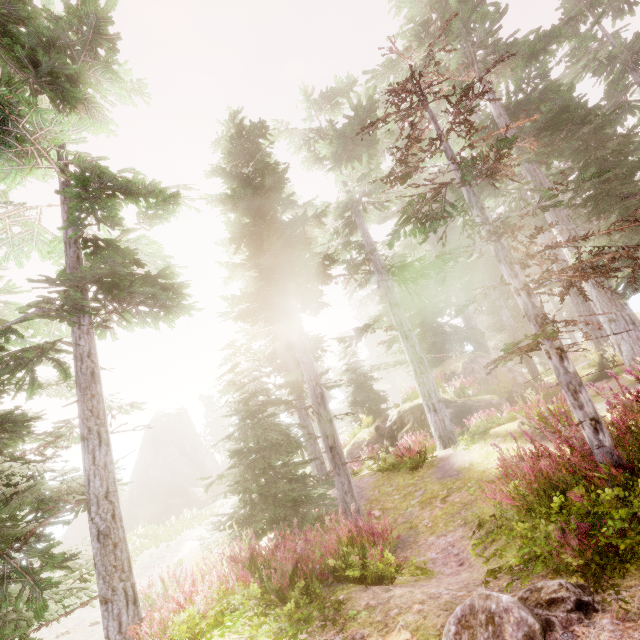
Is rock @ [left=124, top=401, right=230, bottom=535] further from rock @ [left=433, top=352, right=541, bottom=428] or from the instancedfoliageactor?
rock @ [left=433, top=352, right=541, bottom=428]

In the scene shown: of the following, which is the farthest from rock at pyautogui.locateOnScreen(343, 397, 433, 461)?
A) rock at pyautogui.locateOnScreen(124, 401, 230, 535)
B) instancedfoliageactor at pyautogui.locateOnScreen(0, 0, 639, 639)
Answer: rock at pyautogui.locateOnScreen(124, 401, 230, 535)

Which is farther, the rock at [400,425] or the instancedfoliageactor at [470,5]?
the rock at [400,425]

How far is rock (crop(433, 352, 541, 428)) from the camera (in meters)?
14.80

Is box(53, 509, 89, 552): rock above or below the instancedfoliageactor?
below

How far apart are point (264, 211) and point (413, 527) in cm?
984

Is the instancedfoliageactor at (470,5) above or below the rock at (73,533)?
above
